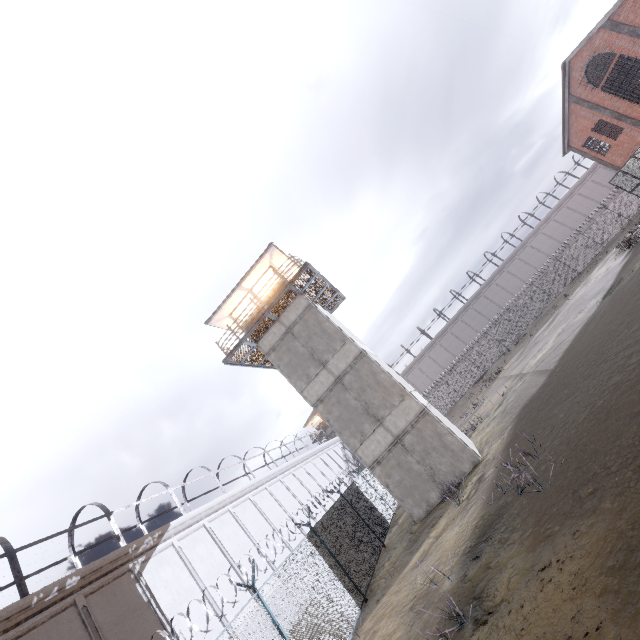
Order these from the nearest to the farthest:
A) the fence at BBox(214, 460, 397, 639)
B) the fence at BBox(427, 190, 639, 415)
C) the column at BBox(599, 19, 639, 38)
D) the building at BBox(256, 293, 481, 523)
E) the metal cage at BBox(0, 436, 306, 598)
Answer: the fence at BBox(214, 460, 397, 639) → the metal cage at BBox(0, 436, 306, 598) → the building at BBox(256, 293, 481, 523) → the column at BBox(599, 19, 639, 38) → the fence at BBox(427, 190, 639, 415)

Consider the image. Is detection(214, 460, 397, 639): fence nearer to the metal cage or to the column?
the metal cage

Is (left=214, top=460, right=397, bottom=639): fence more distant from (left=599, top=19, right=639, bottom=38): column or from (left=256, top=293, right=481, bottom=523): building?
(left=599, top=19, right=639, bottom=38): column

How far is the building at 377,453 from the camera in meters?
14.3

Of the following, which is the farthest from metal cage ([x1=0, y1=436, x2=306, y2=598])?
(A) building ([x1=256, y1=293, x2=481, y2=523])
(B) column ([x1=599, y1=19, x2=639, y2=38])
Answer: (B) column ([x1=599, y1=19, x2=639, y2=38])

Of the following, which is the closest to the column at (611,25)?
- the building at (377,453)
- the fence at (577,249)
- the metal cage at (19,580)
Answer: the fence at (577,249)

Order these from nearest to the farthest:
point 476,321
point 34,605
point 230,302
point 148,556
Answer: point 34,605 < point 148,556 < point 230,302 < point 476,321

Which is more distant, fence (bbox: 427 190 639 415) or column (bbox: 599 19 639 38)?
fence (bbox: 427 190 639 415)
